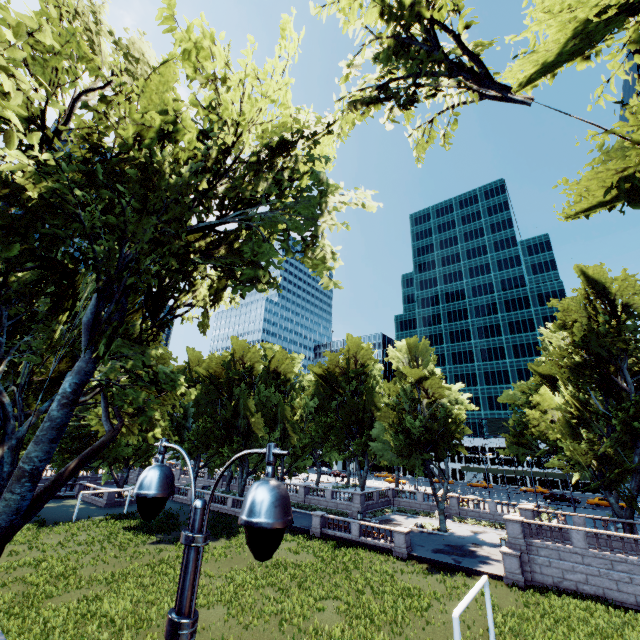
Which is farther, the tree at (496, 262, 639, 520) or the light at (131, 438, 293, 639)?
the tree at (496, 262, 639, 520)

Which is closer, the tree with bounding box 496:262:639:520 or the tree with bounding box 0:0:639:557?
the tree with bounding box 0:0:639:557

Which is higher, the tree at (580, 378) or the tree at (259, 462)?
the tree at (580, 378)

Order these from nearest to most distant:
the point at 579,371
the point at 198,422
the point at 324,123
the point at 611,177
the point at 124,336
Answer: the point at 611,177
the point at 124,336
the point at 324,123
the point at 579,371
the point at 198,422

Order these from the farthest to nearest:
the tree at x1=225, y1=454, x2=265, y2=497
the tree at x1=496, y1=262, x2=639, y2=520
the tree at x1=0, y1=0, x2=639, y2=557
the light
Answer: the tree at x1=225, y1=454, x2=265, y2=497, the tree at x1=496, y1=262, x2=639, y2=520, the tree at x1=0, y1=0, x2=639, y2=557, the light

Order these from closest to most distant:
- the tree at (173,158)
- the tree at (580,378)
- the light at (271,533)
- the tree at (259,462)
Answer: the light at (271,533) → the tree at (173,158) → the tree at (580,378) → the tree at (259,462)

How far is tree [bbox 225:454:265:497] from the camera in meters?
45.7
